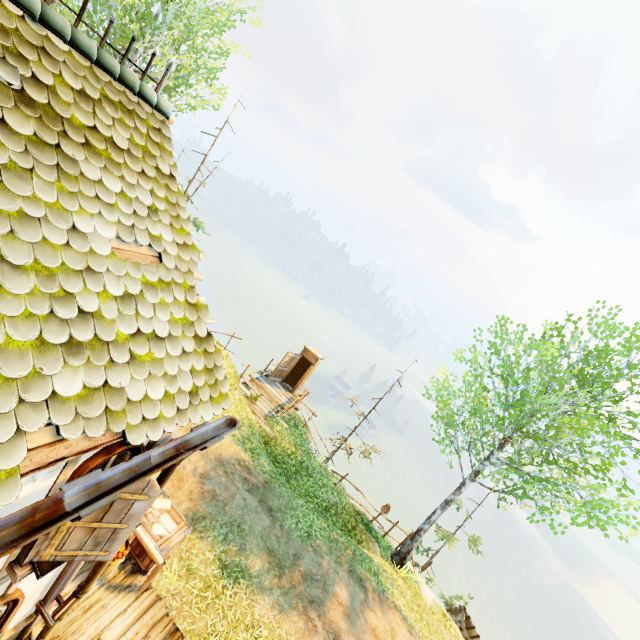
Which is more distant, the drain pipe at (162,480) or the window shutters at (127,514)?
the drain pipe at (162,480)

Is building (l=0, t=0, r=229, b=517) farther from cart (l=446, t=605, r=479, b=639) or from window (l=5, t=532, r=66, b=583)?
cart (l=446, t=605, r=479, b=639)

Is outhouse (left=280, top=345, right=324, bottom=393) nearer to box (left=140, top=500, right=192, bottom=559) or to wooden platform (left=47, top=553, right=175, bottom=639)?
box (left=140, top=500, right=192, bottom=559)

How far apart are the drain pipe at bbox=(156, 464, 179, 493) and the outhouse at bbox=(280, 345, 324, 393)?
13.4 meters

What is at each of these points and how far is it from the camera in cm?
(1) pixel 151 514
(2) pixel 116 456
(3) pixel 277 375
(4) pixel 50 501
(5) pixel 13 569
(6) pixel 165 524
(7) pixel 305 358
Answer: (1) box, 707
(2) window, 336
(3) outhouse door, 1791
(4) gutter, 219
(5) window, 314
(6) sheet, 707
(7) outhouse, 1797

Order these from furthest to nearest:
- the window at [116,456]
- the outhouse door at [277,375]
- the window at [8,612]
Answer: the outhouse door at [277,375] < the window at [8,612] < the window at [116,456]

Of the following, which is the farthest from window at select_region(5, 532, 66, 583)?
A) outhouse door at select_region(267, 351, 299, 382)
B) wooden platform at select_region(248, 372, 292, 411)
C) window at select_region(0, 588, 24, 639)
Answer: outhouse door at select_region(267, 351, 299, 382)

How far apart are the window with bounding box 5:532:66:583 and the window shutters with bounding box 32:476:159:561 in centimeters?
1cm
